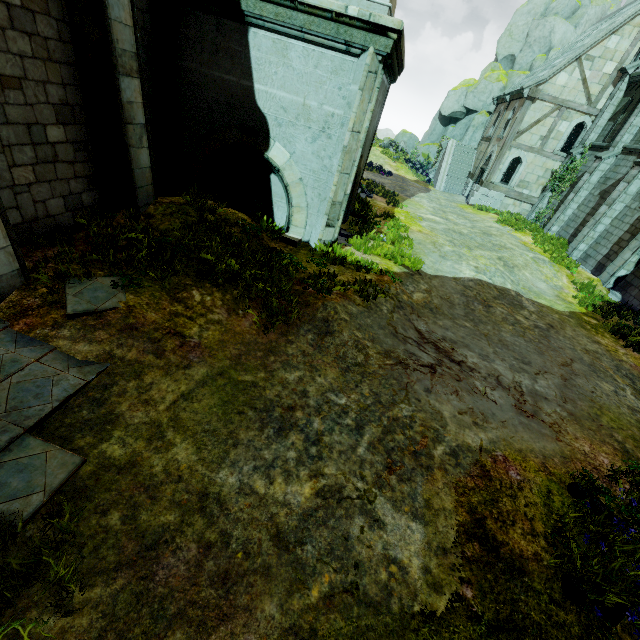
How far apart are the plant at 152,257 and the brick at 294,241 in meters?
2.4

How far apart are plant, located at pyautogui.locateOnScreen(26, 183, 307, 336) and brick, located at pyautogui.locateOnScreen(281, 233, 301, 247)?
2.4m

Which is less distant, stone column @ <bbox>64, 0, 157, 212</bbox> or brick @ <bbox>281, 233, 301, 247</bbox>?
stone column @ <bbox>64, 0, 157, 212</bbox>

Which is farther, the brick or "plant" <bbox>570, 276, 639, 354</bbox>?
"plant" <bbox>570, 276, 639, 354</bbox>

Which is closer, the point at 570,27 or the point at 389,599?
the point at 389,599

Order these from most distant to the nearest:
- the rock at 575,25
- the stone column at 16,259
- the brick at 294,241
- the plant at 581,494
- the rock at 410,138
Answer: the rock at 410,138 → the rock at 575,25 → the brick at 294,241 → the stone column at 16,259 → the plant at 581,494

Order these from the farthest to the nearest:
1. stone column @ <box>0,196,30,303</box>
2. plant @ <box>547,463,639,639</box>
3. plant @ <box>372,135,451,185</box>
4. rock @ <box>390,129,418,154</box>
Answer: rock @ <box>390,129,418,154</box>, plant @ <box>372,135,451,185</box>, stone column @ <box>0,196,30,303</box>, plant @ <box>547,463,639,639</box>

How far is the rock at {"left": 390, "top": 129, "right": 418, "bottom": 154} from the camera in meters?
42.0
